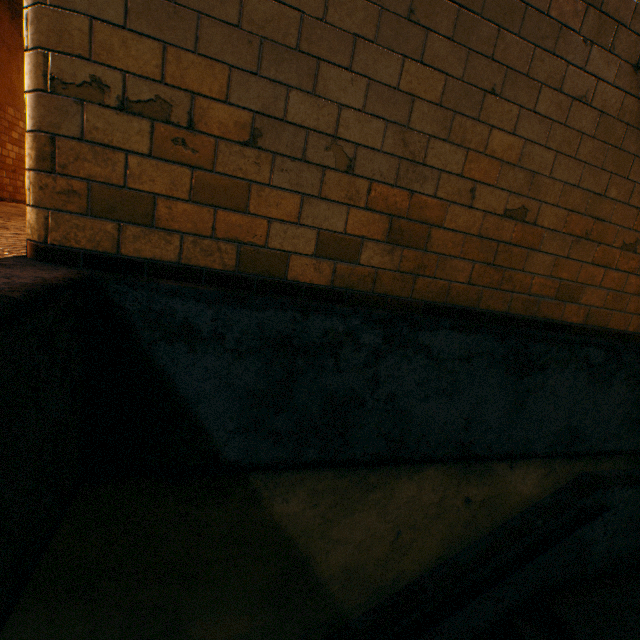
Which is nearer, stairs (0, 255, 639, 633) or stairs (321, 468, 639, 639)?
stairs (0, 255, 639, 633)

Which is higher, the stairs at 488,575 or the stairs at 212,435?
the stairs at 212,435

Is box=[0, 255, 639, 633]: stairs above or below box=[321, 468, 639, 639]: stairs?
above

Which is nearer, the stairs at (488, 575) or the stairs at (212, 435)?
the stairs at (212, 435)

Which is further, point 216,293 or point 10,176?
point 10,176
